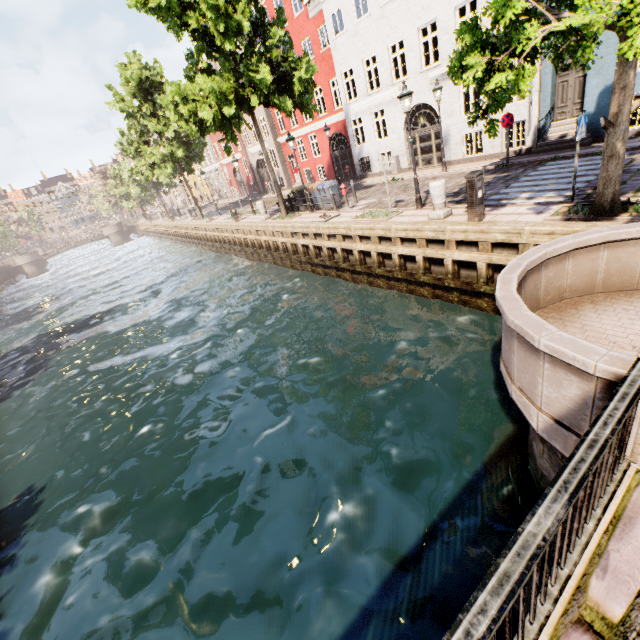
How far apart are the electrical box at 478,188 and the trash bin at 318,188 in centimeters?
869cm

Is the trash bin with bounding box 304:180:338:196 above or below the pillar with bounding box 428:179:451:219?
above

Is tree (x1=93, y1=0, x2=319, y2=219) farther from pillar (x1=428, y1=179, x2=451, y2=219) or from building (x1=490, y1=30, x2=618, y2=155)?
building (x1=490, y1=30, x2=618, y2=155)

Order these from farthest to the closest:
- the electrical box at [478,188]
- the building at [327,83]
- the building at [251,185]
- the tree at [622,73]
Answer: the building at [251,185], the building at [327,83], the electrical box at [478,188], the tree at [622,73]

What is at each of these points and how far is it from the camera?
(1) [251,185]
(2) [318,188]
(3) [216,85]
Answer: (1) building, 36.84m
(2) trash bin, 16.20m
(3) tree, 12.05m

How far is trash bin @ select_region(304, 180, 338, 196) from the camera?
15.9 meters

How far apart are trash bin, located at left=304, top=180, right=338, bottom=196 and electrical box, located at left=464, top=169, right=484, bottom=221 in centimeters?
869cm

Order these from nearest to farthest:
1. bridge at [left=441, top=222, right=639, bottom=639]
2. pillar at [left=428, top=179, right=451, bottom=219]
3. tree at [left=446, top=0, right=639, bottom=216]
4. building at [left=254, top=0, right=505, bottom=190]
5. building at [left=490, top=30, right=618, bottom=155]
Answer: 1. bridge at [left=441, top=222, right=639, bottom=639]
2. tree at [left=446, top=0, right=639, bottom=216]
3. pillar at [left=428, top=179, right=451, bottom=219]
4. building at [left=490, top=30, right=618, bottom=155]
5. building at [left=254, top=0, right=505, bottom=190]
